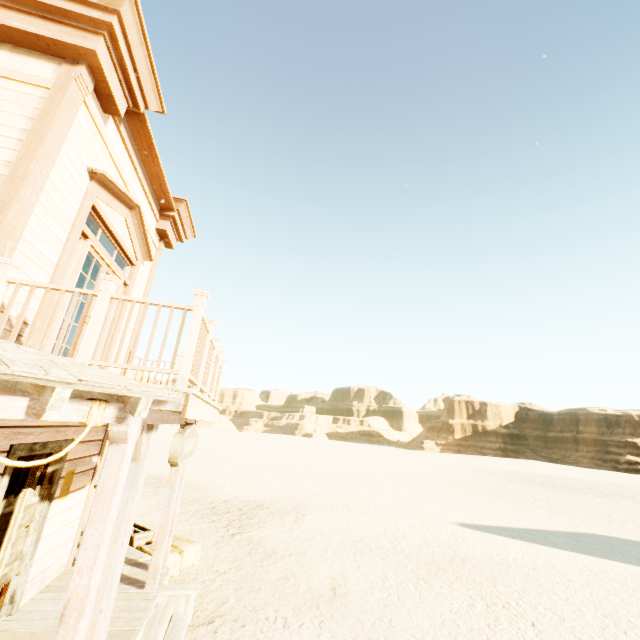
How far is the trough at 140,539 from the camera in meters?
7.4 m

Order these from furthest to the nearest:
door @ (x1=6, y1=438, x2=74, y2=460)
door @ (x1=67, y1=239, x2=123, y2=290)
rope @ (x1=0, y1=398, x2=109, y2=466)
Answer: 1. door @ (x1=67, y1=239, x2=123, y2=290)
2. door @ (x1=6, y1=438, x2=74, y2=460)
3. rope @ (x1=0, y1=398, x2=109, y2=466)

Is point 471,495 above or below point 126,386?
below

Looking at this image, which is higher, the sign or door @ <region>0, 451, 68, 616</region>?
the sign

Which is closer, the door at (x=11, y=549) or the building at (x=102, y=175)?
the building at (x=102, y=175)

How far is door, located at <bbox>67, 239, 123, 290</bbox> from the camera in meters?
4.6

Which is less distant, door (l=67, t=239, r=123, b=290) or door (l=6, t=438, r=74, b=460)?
door (l=6, t=438, r=74, b=460)

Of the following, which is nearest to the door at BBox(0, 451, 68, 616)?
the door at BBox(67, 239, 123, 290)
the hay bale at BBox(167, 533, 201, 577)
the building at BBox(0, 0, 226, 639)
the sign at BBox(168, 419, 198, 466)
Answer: the building at BBox(0, 0, 226, 639)
